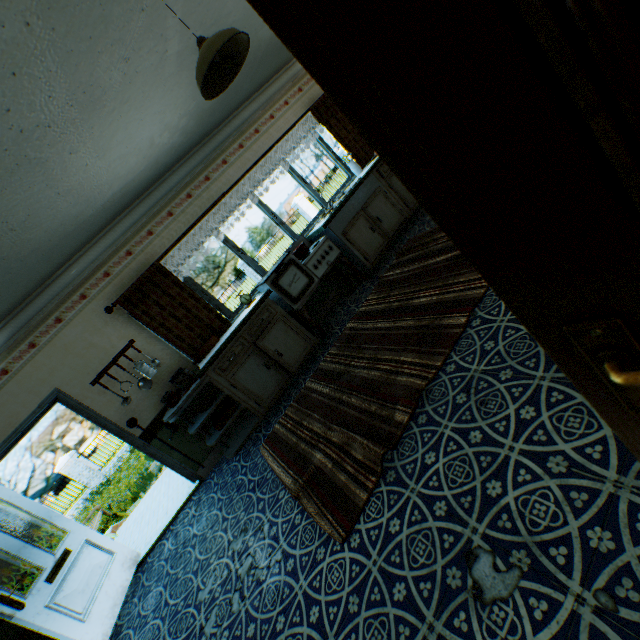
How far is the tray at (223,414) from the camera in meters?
4.2

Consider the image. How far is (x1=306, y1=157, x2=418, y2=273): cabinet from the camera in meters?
5.0 m

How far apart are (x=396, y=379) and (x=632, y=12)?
2.6 meters

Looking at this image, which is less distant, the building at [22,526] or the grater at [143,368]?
the building at [22,526]

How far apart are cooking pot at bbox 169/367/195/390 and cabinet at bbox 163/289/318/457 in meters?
0.1

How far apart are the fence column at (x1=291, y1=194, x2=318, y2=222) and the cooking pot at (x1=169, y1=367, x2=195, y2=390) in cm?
1825

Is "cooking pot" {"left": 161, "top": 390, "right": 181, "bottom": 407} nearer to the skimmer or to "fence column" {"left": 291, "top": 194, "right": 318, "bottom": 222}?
the skimmer

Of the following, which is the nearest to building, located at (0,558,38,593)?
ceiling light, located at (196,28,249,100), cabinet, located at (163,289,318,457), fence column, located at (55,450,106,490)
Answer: cabinet, located at (163,289,318,457)
